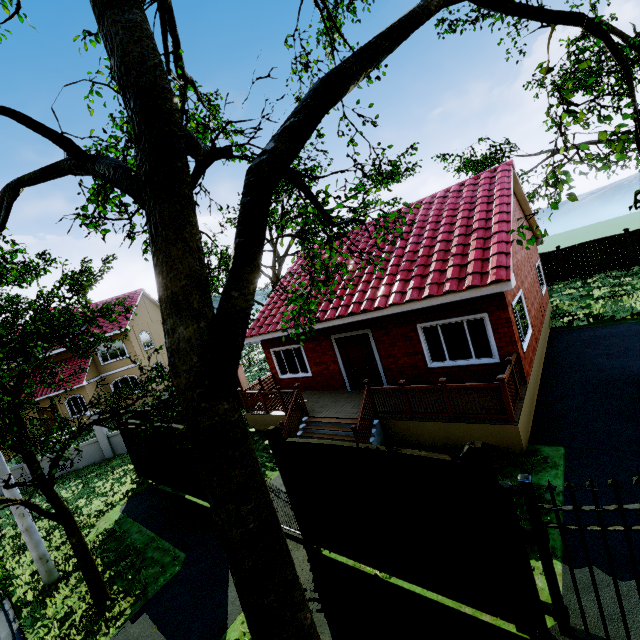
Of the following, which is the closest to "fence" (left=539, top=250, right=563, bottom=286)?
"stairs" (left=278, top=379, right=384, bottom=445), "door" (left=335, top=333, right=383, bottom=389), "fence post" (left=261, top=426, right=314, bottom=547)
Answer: "fence post" (left=261, top=426, right=314, bottom=547)

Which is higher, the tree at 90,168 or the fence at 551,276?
the tree at 90,168

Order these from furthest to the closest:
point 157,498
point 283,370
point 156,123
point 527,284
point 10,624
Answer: point 283,370, point 527,284, point 157,498, point 10,624, point 156,123

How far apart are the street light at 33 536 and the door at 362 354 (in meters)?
9.57

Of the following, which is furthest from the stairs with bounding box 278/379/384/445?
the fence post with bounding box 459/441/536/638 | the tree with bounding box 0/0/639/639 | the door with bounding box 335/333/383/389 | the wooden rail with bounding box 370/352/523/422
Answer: the fence post with bounding box 459/441/536/638

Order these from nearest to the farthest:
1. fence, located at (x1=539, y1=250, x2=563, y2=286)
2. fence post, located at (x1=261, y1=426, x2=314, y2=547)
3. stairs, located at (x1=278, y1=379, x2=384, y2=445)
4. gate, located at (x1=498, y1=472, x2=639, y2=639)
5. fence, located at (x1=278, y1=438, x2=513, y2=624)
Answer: gate, located at (x1=498, y1=472, x2=639, y2=639), fence, located at (x1=278, y1=438, x2=513, y2=624), fence post, located at (x1=261, y1=426, x2=314, y2=547), stairs, located at (x1=278, y1=379, x2=384, y2=445), fence, located at (x1=539, y1=250, x2=563, y2=286)

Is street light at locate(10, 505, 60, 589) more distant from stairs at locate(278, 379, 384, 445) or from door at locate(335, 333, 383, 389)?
door at locate(335, 333, 383, 389)

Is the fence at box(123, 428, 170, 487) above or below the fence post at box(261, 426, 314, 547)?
below
